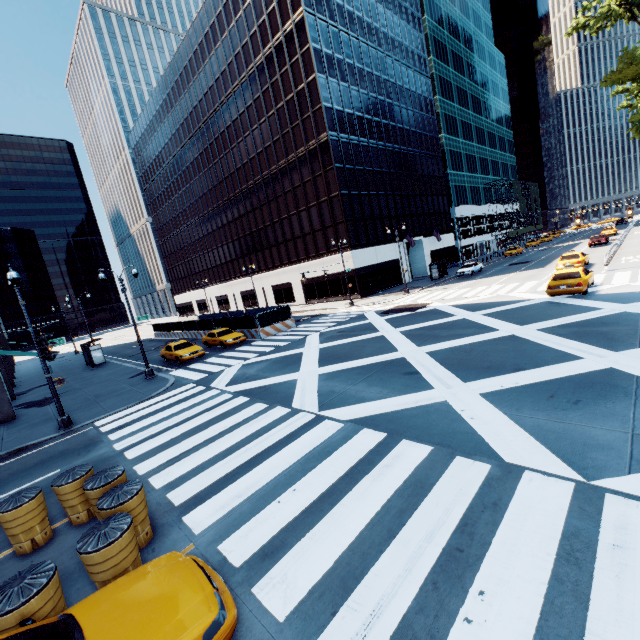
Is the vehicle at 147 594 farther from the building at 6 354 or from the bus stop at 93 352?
the bus stop at 93 352

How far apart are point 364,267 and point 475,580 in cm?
3754

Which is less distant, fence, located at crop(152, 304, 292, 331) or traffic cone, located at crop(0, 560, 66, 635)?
traffic cone, located at crop(0, 560, 66, 635)

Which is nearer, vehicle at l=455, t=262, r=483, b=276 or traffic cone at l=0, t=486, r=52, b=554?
traffic cone at l=0, t=486, r=52, b=554

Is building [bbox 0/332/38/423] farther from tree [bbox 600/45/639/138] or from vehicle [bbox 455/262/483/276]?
vehicle [bbox 455/262/483/276]

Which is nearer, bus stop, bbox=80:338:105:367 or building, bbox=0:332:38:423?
building, bbox=0:332:38:423

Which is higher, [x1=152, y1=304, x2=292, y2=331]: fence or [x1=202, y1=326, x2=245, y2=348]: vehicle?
[x1=152, y1=304, x2=292, y2=331]: fence

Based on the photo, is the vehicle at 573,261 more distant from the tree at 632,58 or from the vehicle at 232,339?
the vehicle at 232,339
